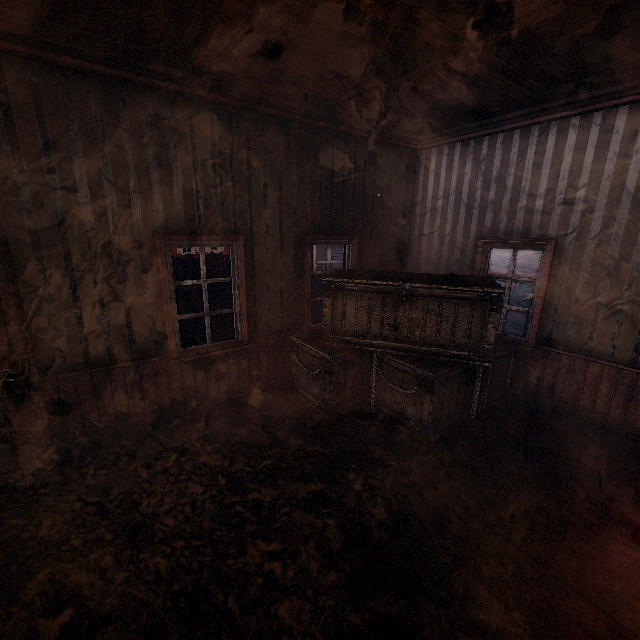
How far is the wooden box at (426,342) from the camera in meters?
3.6

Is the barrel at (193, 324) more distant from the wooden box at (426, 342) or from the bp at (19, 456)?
the bp at (19, 456)

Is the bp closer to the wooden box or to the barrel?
the wooden box

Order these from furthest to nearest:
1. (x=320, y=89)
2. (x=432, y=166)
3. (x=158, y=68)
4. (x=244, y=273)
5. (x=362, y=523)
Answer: (x=432, y=166) → (x=244, y=273) → (x=320, y=89) → (x=158, y=68) → (x=362, y=523)

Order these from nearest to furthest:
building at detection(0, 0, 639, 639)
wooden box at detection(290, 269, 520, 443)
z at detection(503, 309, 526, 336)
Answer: building at detection(0, 0, 639, 639)
wooden box at detection(290, 269, 520, 443)
z at detection(503, 309, 526, 336)

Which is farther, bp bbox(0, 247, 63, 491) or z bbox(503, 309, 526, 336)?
z bbox(503, 309, 526, 336)

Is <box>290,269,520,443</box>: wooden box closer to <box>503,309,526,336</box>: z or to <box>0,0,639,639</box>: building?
<box>0,0,639,639</box>: building

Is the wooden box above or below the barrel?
above
